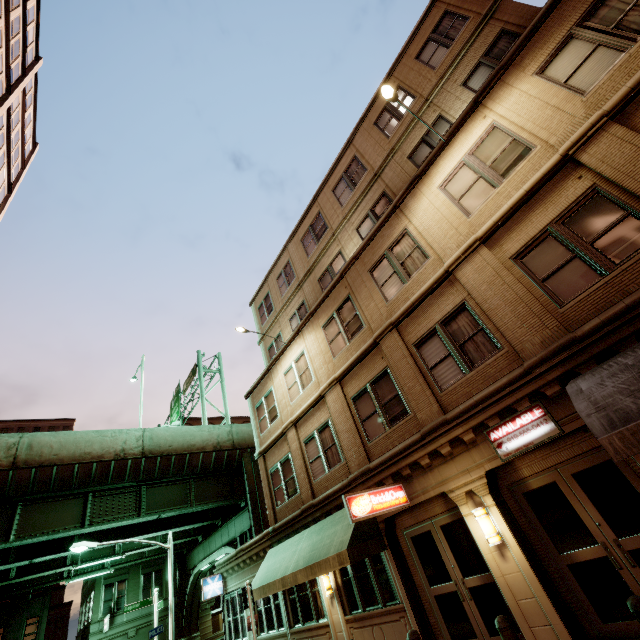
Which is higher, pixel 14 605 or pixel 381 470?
pixel 14 605

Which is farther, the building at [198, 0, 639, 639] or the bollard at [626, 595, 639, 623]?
the building at [198, 0, 639, 639]

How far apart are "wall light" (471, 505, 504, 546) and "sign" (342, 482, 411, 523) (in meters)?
1.81

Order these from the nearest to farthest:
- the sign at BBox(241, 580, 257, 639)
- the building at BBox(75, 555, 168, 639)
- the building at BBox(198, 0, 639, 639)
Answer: the building at BBox(198, 0, 639, 639) < the sign at BBox(241, 580, 257, 639) < the building at BBox(75, 555, 168, 639)

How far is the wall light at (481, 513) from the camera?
7.29m

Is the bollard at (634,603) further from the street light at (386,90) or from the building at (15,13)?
the building at (15,13)

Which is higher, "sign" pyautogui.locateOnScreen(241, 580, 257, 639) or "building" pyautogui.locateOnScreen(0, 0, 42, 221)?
"building" pyautogui.locateOnScreen(0, 0, 42, 221)

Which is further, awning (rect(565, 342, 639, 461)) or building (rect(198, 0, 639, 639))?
building (rect(198, 0, 639, 639))
